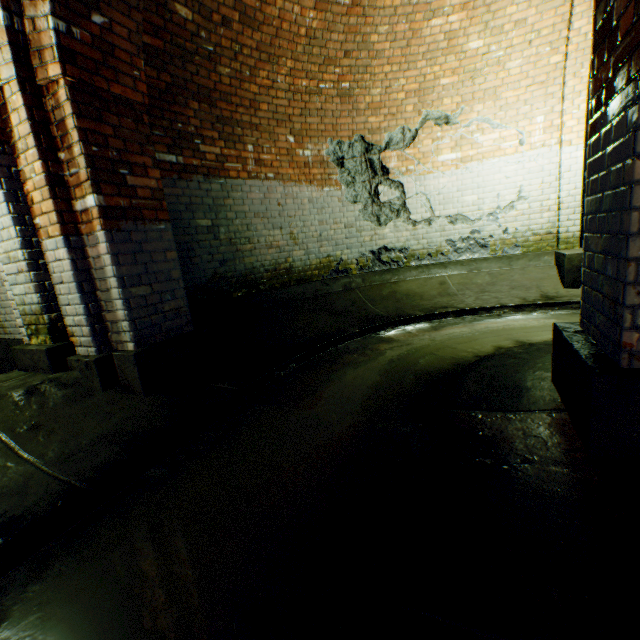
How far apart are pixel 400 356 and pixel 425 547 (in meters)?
2.38

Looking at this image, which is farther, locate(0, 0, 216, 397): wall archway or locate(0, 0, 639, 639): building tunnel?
locate(0, 0, 216, 397): wall archway

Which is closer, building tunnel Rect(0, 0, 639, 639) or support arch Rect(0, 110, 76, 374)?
building tunnel Rect(0, 0, 639, 639)

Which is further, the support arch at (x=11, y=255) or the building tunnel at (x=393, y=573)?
the support arch at (x=11, y=255)

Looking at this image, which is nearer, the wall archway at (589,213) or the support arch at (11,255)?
the wall archway at (589,213)

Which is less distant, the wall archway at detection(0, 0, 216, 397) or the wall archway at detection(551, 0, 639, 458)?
the wall archway at detection(551, 0, 639, 458)

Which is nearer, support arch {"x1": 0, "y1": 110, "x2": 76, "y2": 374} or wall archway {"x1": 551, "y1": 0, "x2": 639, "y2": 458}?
wall archway {"x1": 551, "y1": 0, "x2": 639, "y2": 458}
